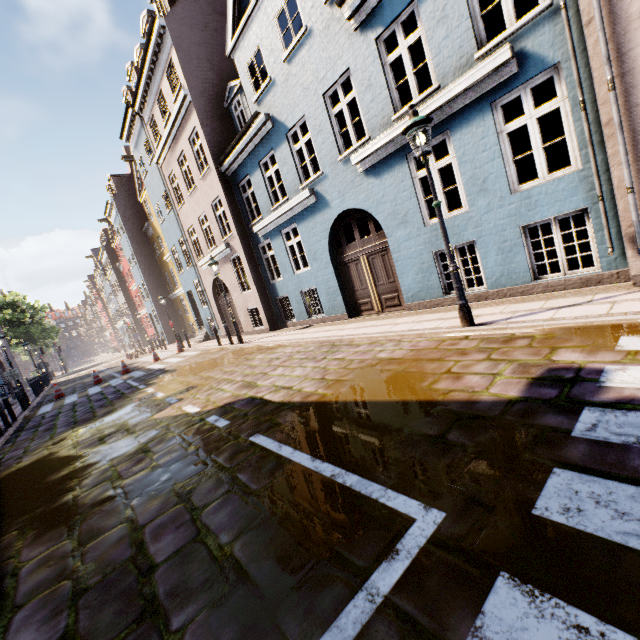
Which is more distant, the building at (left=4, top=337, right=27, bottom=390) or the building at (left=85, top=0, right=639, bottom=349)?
the building at (left=4, top=337, right=27, bottom=390)

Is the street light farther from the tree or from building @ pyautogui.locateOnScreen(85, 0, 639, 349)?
the tree

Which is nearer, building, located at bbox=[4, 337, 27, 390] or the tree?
building, located at bbox=[4, 337, 27, 390]

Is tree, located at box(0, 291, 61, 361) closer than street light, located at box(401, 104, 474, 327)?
No

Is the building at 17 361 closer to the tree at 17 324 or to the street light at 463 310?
the street light at 463 310

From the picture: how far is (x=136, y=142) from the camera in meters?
19.8
